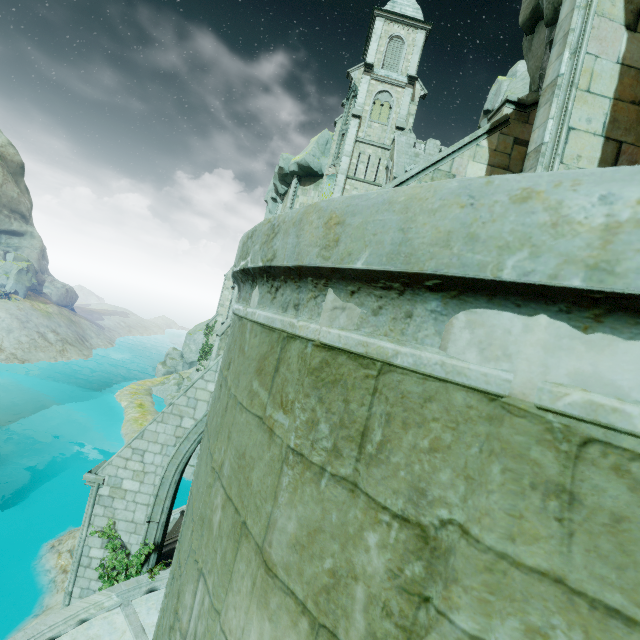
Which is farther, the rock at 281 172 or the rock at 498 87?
the rock at 281 172

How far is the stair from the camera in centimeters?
1288cm

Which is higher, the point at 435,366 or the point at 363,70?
the point at 363,70

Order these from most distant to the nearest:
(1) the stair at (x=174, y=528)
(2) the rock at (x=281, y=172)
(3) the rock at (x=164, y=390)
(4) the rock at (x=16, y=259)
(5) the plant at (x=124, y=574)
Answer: (4) the rock at (x=16, y=259), (3) the rock at (x=164, y=390), (2) the rock at (x=281, y=172), (1) the stair at (x=174, y=528), (5) the plant at (x=124, y=574)

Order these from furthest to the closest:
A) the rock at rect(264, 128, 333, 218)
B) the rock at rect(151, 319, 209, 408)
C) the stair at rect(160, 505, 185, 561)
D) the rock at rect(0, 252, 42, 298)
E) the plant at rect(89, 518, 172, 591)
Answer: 1. the rock at rect(0, 252, 42, 298)
2. the rock at rect(151, 319, 209, 408)
3. the rock at rect(264, 128, 333, 218)
4. the stair at rect(160, 505, 185, 561)
5. the plant at rect(89, 518, 172, 591)

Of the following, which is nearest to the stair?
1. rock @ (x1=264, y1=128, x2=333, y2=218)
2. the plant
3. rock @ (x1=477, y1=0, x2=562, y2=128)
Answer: the plant

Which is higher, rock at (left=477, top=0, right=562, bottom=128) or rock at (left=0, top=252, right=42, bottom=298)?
rock at (left=477, top=0, right=562, bottom=128)

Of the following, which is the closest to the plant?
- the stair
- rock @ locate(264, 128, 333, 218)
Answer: the stair
